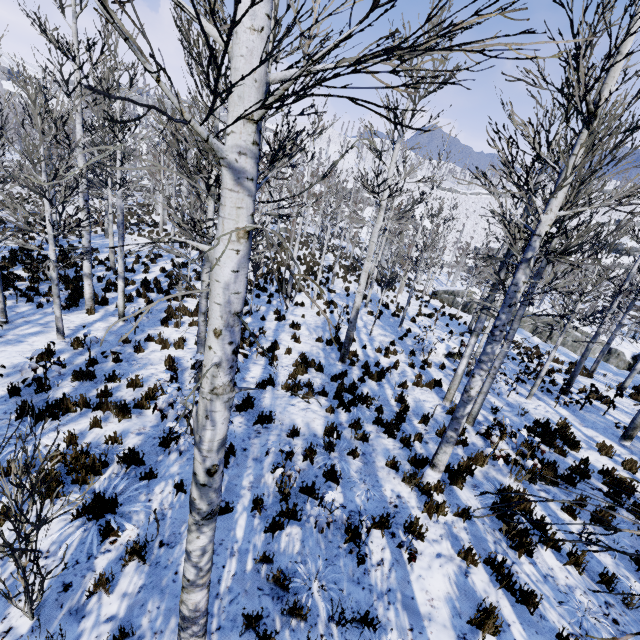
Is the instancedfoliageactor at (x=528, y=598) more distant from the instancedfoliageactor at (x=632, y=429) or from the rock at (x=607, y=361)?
the rock at (x=607, y=361)

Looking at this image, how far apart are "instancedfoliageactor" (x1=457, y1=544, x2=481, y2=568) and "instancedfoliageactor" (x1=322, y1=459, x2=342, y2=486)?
2.2m

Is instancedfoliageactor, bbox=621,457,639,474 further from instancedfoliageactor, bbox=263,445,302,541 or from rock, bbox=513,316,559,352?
instancedfoliageactor, bbox=263,445,302,541

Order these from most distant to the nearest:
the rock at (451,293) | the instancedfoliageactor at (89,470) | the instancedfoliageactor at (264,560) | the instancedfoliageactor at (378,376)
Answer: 1. the rock at (451,293)
2. the instancedfoliageactor at (378,376)
3. the instancedfoliageactor at (264,560)
4. the instancedfoliageactor at (89,470)

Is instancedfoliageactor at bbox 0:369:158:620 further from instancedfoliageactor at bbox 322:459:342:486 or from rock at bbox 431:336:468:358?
rock at bbox 431:336:468:358

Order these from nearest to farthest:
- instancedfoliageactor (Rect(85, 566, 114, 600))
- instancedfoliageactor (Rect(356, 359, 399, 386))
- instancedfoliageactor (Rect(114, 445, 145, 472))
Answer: instancedfoliageactor (Rect(85, 566, 114, 600))
instancedfoliageactor (Rect(114, 445, 145, 472))
instancedfoliageactor (Rect(356, 359, 399, 386))

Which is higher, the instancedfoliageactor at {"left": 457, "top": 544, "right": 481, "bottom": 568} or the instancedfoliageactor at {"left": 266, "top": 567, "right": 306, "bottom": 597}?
the instancedfoliageactor at {"left": 457, "top": 544, "right": 481, "bottom": 568}

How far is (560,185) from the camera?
3.9m
